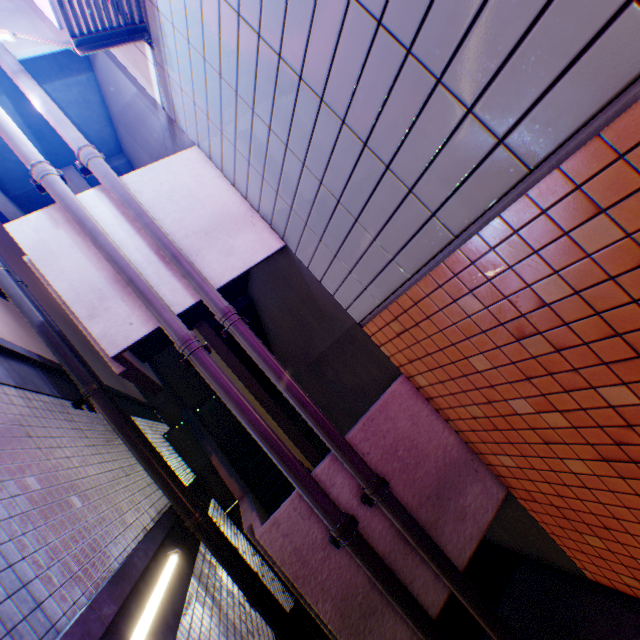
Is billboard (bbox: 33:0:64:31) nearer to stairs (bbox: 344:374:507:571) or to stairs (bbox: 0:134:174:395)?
stairs (bbox: 0:134:174:395)

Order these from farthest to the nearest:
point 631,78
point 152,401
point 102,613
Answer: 1. point 152,401
2. point 102,613
3. point 631,78

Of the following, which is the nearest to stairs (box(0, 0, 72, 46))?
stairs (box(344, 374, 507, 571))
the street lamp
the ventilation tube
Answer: stairs (box(344, 374, 507, 571))

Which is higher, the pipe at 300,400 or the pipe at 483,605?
the pipe at 300,400

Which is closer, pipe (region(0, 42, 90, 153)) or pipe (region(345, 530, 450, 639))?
pipe (region(345, 530, 450, 639))

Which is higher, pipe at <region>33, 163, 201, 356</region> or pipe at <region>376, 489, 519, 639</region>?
pipe at <region>33, 163, 201, 356</region>

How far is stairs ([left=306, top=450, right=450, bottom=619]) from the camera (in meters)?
3.66

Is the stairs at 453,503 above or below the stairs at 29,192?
below
